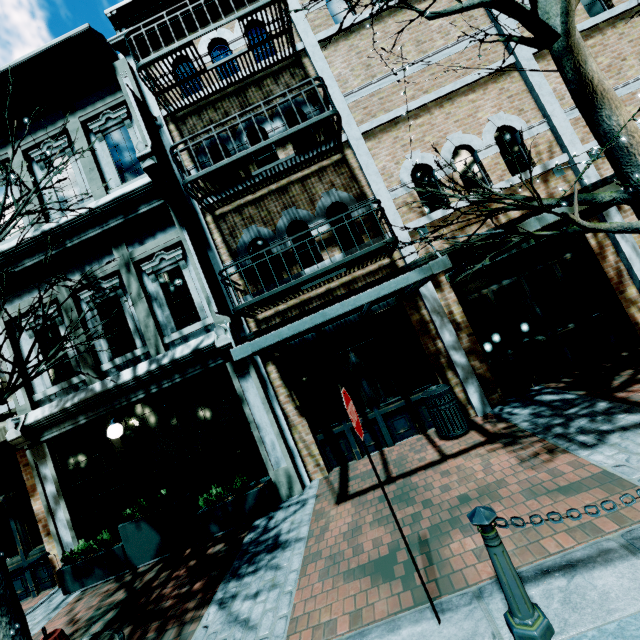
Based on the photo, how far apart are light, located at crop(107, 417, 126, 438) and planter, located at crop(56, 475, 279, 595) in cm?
163

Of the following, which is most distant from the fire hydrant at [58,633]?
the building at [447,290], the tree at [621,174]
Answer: the tree at [621,174]

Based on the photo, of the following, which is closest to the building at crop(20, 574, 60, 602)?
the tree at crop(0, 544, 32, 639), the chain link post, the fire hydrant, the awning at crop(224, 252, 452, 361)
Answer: the awning at crop(224, 252, 452, 361)

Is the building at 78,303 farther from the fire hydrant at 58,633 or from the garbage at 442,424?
the fire hydrant at 58,633

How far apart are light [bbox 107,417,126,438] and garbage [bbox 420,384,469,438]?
6.3 meters

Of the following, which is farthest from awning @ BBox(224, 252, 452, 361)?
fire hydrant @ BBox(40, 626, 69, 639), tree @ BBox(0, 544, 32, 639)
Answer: fire hydrant @ BBox(40, 626, 69, 639)

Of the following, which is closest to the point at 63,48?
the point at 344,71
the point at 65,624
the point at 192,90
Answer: the point at 192,90

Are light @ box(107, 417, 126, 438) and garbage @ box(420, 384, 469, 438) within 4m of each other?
no
